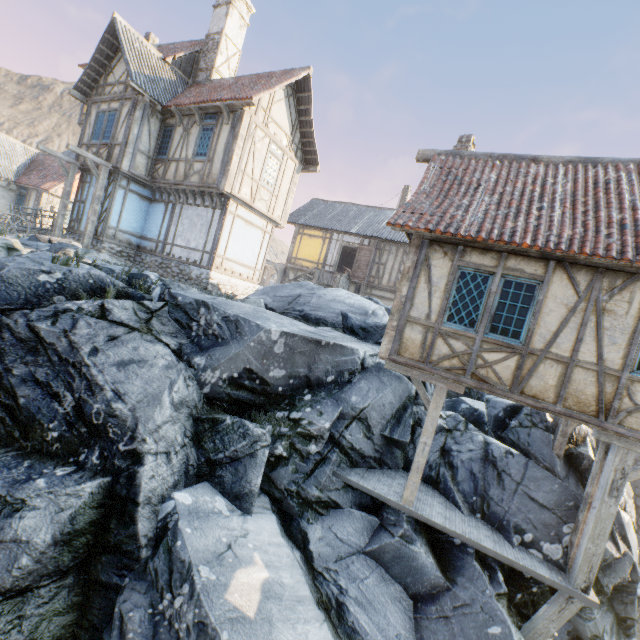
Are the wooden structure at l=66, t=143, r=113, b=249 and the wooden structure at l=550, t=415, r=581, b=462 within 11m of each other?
no

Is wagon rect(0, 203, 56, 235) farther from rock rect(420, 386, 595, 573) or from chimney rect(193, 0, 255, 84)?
chimney rect(193, 0, 255, 84)

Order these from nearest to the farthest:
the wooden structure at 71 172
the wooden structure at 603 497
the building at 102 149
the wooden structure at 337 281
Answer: the wooden structure at 603 497 → the building at 102 149 → the wooden structure at 71 172 → the wooden structure at 337 281

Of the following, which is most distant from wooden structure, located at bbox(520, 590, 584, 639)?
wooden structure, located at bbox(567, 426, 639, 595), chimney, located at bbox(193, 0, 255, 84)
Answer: chimney, located at bbox(193, 0, 255, 84)

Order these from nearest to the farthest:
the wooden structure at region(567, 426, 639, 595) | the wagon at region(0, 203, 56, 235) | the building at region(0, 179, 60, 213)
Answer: the wooden structure at region(567, 426, 639, 595), the wagon at region(0, 203, 56, 235), the building at region(0, 179, 60, 213)

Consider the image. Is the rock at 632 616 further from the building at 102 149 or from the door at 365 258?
the door at 365 258

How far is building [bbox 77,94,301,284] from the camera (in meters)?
12.23

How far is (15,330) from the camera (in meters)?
6.16
